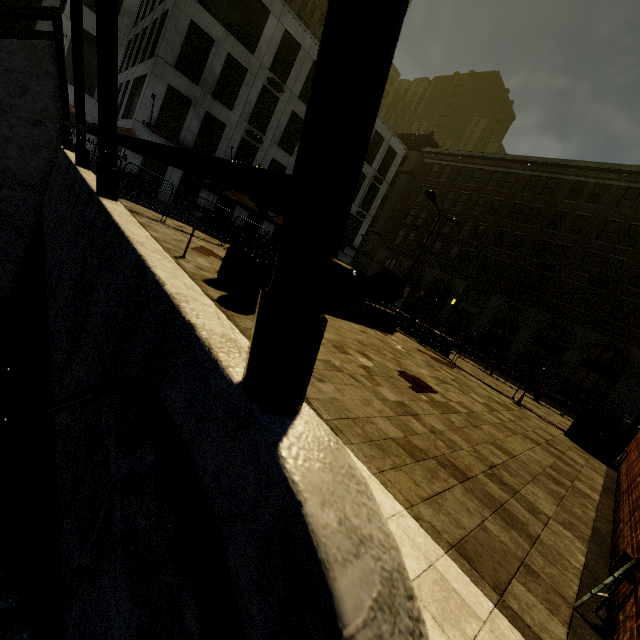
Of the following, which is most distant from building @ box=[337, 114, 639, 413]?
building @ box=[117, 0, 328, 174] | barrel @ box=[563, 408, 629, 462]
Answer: barrel @ box=[563, 408, 629, 462]

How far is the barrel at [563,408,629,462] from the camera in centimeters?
923cm

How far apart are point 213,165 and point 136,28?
39.1 meters

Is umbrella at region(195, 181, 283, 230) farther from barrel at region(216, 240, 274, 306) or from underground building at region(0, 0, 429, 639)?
barrel at region(216, 240, 274, 306)

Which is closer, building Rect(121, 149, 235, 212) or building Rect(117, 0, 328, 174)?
building Rect(117, 0, 328, 174)

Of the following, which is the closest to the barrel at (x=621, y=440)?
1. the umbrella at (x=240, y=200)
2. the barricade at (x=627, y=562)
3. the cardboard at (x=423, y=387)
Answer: the cardboard at (x=423, y=387)

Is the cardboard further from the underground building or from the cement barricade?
the underground building

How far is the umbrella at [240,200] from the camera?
17.95m
